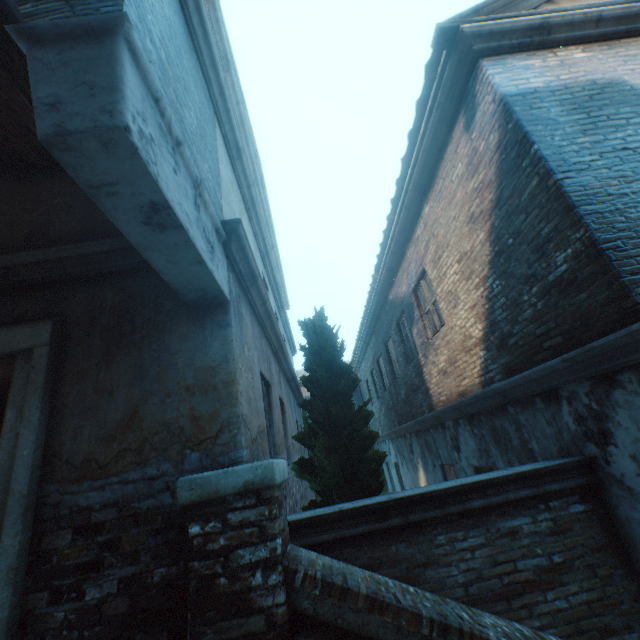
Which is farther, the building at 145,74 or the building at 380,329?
the building at 380,329

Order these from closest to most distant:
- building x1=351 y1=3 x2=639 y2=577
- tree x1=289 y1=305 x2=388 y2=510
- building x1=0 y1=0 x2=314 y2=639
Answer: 1. building x1=0 y1=0 x2=314 y2=639
2. building x1=351 y1=3 x2=639 y2=577
3. tree x1=289 y1=305 x2=388 y2=510

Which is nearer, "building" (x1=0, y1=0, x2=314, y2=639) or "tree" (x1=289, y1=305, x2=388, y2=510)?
"building" (x1=0, y1=0, x2=314, y2=639)

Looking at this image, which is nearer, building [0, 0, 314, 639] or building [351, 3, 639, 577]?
building [0, 0, 314, 639]

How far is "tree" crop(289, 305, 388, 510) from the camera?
4.1m

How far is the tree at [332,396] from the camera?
4.11m

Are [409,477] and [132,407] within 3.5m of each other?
no
